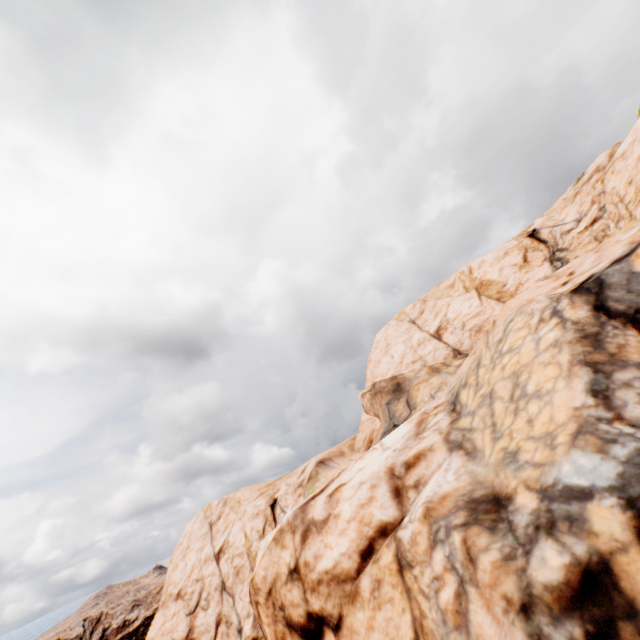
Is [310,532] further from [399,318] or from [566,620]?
[399,318]
